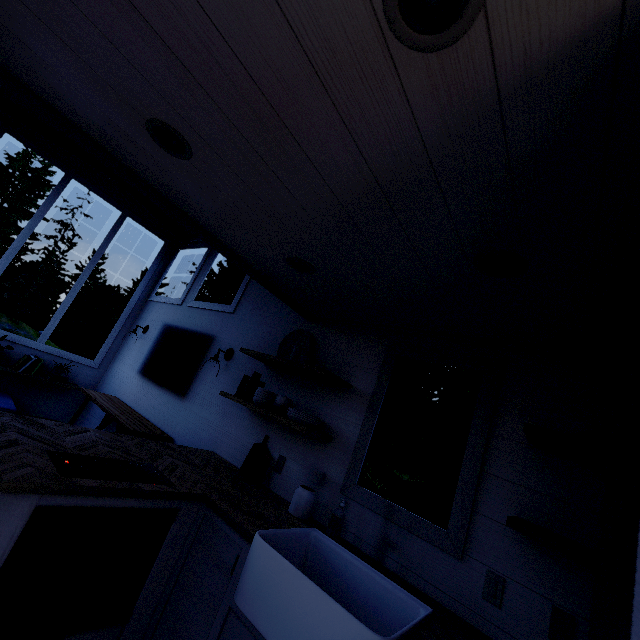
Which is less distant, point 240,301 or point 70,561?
point 70,561

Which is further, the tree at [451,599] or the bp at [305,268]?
the bp at [305,268]

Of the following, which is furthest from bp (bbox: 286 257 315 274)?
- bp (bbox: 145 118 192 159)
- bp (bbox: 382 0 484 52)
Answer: bp (bbox: 382 0 484 52)

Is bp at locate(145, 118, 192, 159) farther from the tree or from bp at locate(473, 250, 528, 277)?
bp at locate(473, 250, 528, 277)

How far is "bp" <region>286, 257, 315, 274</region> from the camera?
2.1m

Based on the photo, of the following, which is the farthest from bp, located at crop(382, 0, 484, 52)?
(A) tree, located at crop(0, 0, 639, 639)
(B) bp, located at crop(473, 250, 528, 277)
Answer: (B) bp, located at crop(473, 250, 528, 277)

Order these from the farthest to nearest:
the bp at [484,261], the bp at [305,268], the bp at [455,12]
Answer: the bp at [305,268]
the bp at [484,261]
the bp at [455,12]

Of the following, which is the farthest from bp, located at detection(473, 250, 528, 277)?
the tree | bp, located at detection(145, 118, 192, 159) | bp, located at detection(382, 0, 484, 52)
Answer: bp, located at detection(145, 118, 192, 159)
